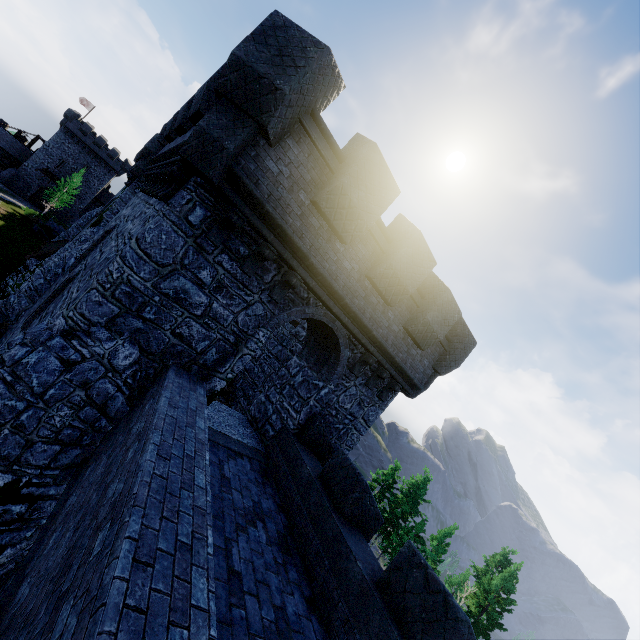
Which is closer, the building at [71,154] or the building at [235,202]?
the building at [235,202]

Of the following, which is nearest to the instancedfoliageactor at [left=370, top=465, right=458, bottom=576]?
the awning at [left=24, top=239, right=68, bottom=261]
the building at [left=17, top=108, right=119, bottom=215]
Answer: the awning at [left=24, top=239, right=68, bottom=261]

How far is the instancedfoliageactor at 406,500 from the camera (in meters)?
33.44

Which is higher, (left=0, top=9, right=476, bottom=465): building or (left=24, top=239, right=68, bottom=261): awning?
(left=0, top=9, right=476, bottom=465): building

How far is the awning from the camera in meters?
22.0 m

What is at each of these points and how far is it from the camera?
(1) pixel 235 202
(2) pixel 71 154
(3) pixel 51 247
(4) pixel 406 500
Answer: (1) building, 6.38m
(2) building, 57.31m
(3) awning, 24.28m
(4) instancedfoliageactor, 41.69m

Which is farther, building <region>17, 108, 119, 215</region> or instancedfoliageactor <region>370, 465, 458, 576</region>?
building <region>17, 108, 119, 215</region>

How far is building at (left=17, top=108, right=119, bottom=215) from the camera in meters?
55.2 m
